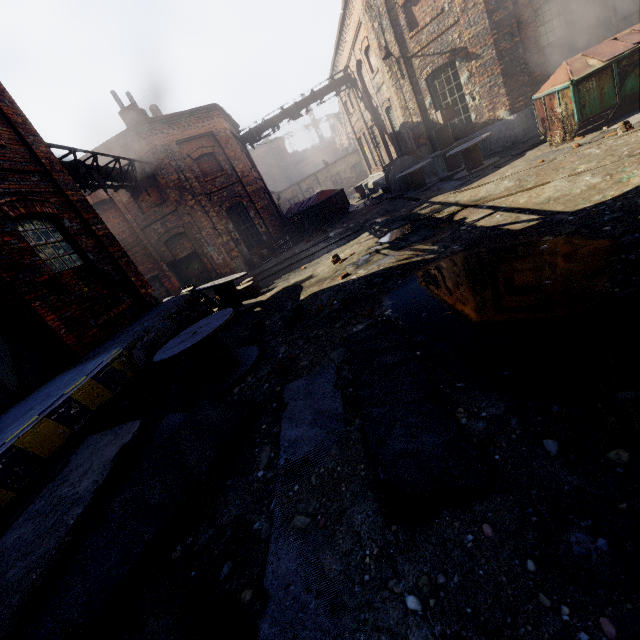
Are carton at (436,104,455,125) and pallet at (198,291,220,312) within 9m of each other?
no

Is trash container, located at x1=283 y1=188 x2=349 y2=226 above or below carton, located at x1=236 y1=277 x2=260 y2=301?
above

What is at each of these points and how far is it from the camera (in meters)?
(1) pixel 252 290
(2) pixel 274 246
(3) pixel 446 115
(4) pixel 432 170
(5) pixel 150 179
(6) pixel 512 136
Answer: (1) carton, 10.13
(2) pallet, 17.45
(3) carton, 12.48
(4) building, 15.14
(5) pipe, 14.72
(6) building, 12.62

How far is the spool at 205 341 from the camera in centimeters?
521cm

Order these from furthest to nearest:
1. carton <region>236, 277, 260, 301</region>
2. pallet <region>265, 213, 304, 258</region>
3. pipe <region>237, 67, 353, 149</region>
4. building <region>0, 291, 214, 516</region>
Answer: pipe <region>237, 67, 353, 149</region> → pallet <region>265, 213, 304, 258</region> → carton <region>236, 277, 260, 301</region> → building <region>0, 291, 214, 516</region>

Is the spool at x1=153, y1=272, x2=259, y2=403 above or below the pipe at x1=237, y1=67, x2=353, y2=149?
below

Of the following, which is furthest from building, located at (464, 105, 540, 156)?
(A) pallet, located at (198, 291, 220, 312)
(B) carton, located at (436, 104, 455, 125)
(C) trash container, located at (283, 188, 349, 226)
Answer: (A) pallet, located at (198, 291, 220, 312)

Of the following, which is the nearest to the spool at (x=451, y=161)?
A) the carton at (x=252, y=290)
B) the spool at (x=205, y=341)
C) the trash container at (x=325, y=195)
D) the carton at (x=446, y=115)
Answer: the carton at (x=446, y=115)
